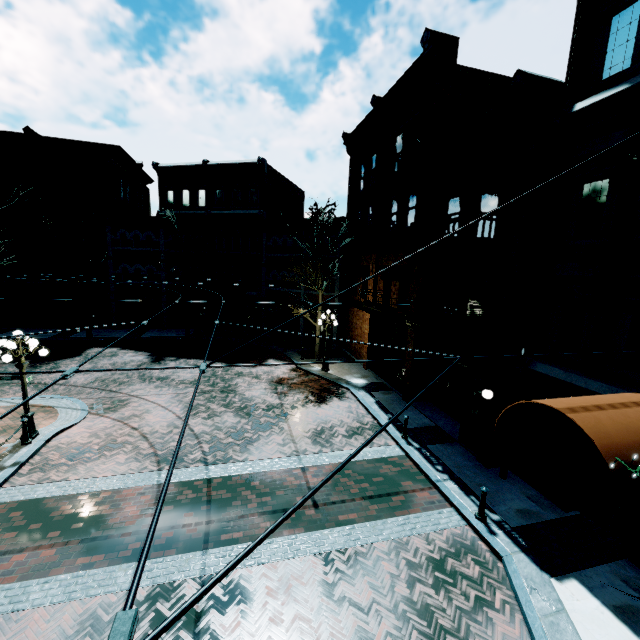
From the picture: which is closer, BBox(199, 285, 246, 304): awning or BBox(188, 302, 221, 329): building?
BBox(199, 285, 246, 304): awning

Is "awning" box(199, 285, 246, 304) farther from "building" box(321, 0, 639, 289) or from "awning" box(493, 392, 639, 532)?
"awning" box(493, 392, 639, 532)

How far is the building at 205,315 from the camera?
29.06m

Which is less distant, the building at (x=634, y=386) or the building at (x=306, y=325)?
the building at (x=634, y=386)

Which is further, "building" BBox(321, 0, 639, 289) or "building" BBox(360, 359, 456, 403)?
"building" BBox(360, 359, 456, 403)

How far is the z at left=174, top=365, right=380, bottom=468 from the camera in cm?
1088

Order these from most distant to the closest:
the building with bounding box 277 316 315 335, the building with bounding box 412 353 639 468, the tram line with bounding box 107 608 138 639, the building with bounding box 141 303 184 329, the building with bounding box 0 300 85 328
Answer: the building with bounding box 141 303 184 329 → the building with bounding box 0 300 85 328 → the building with bounding box 277 316 315 335 → the building with bounding box 412 353 639 468 → the tram line with bounding box 107 608 138 639

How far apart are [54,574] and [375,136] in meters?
22.3
